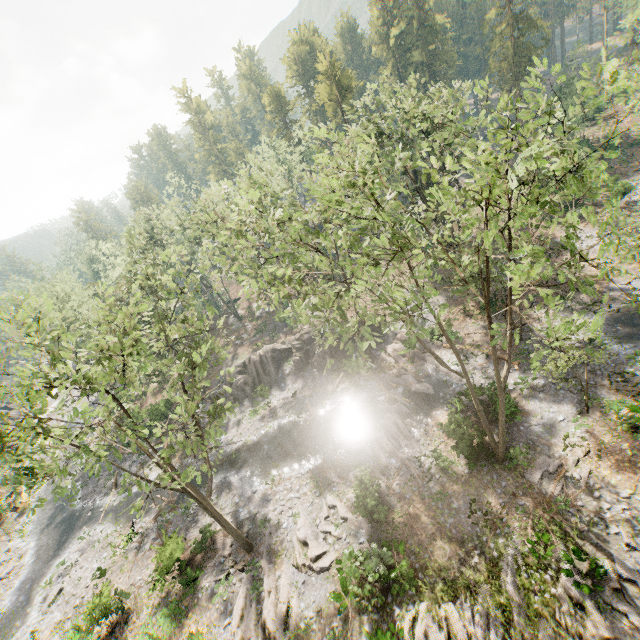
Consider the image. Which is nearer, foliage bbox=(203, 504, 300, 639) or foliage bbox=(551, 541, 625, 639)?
foliage bbox=(551, 541, 625, 639)

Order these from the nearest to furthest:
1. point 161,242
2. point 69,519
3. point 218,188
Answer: point 69,519, point 161,242, point 218,188

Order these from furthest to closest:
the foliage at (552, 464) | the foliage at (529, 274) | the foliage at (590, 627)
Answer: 1. the foliage at (552, 464)
2. the foliage at (590, 627)
3. the foliage at (529, 274)

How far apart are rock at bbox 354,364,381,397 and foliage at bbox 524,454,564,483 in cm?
1159

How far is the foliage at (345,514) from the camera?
18.84m

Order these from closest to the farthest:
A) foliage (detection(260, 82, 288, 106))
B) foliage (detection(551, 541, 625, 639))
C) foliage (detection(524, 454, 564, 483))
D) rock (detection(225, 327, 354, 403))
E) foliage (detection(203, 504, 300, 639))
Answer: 1. foliage (detection(551, 541, 625, 639))
2. foliage (detection(203, 504, 300, 639))
3. foliage (detection(524, 454, 564, 483))
4. rock (detection(225, 327, 354, 403))
5. foliage (detection(260, 82, 288, 106))

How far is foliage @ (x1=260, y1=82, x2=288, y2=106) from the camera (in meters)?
58.90

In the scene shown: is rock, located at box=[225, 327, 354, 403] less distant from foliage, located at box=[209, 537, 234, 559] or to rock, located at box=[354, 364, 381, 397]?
foliage, located at box=[209, 537, 234, 559]
